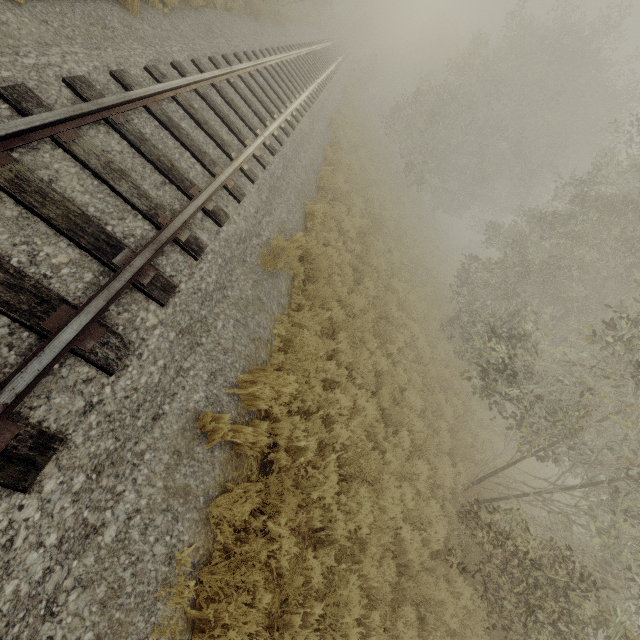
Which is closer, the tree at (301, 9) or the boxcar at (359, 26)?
the tree at (301, 9)

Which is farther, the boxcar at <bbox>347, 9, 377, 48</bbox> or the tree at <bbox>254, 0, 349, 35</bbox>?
the boxcar at <bbox>347, 9, 377, 48</bbox>

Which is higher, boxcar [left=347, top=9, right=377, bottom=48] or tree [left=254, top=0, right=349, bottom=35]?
boxcar [left=347, top=9, right=377, bottom=48]

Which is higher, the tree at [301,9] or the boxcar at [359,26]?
the boxcar at [359,26]

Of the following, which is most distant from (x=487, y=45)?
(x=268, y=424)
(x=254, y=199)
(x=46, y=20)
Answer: (x=268, y=424)

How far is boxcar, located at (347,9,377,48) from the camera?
53.09m
